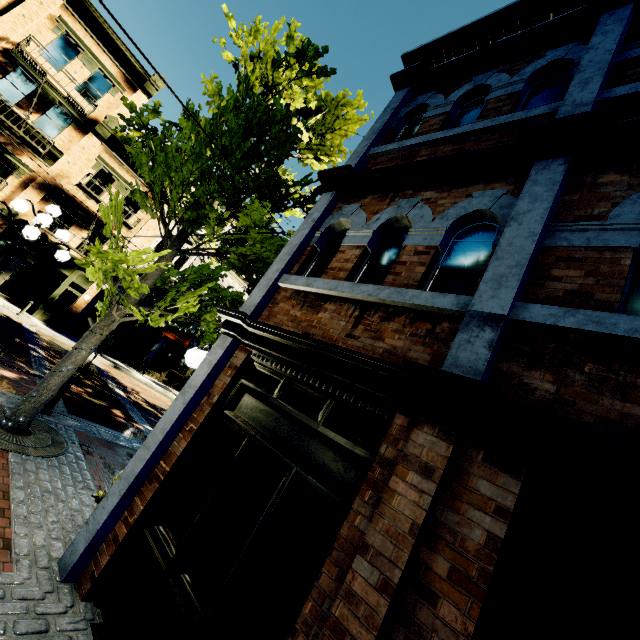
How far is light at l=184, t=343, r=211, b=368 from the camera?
4.6m

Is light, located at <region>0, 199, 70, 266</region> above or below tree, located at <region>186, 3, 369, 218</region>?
below

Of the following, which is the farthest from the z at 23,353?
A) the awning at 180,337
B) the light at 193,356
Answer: the awning at 180,337

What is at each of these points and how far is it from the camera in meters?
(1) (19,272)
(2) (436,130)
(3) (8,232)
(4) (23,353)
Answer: (1) building, 17.7 m
(2) building, 4.9 m
(3) building, 16.4 m
(4) z, 10.8 m

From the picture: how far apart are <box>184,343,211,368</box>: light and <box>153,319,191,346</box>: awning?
16.3m

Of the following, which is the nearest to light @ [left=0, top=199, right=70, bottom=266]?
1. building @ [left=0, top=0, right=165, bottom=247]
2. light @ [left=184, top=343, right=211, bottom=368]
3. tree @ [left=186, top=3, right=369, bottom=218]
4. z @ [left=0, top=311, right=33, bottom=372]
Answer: z @ [left=0, top=311, right=33, bottom=372]

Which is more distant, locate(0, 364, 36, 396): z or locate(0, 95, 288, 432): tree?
locate(0, 364, 36, 396): z

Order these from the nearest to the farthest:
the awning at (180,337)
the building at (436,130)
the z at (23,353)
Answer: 1. the building at (436,130)
2. the z at (23,353)
3. the awning at (180,337)
